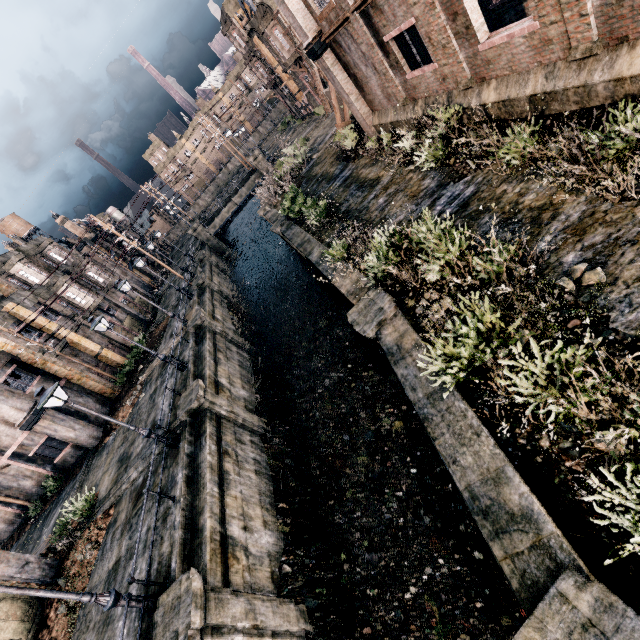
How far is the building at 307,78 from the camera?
37.7 meters

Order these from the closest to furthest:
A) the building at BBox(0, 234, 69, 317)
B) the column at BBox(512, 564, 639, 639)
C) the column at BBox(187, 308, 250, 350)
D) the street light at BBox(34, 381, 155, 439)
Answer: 1. the column at BBox(512, 564, 639, 639)
2. the street light at BBox(34, 381, 155, 439)
3. the column at BBox(187, 308, 250, 350)
4. the building at BBox(0, 234, 69, 317)

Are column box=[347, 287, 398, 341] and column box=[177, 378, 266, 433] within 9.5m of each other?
yes

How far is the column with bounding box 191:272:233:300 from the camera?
30.5 meters

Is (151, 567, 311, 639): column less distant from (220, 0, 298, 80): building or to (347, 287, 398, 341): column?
(347, 287, 398, 341): column

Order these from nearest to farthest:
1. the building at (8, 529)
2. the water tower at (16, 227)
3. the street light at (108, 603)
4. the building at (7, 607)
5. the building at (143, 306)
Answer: the street light at (108, 603) → the building at (7, 607) → the building at (8, 529) → the building at (143, 306) → the water tower at (16, 227)

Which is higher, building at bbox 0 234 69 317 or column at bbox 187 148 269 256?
building at bbox 0 234 69 317

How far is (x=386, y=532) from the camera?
11.4 meters
